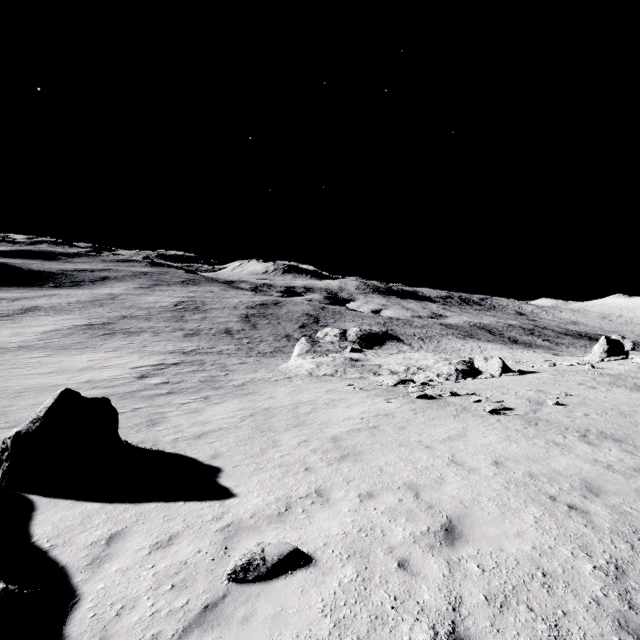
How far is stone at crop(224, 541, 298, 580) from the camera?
4.8m

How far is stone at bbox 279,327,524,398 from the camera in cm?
2925

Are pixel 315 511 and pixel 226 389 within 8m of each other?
no

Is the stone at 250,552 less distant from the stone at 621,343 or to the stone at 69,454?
the stone at 69,454

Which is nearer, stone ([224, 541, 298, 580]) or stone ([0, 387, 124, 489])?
stone ([224, 541, 298, 580])

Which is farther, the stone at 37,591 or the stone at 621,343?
the stone at 621,343

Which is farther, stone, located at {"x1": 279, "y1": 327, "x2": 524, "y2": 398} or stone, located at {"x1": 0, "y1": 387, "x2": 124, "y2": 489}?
stone, located at {"x1": 279, "y1": 327, "x2": 524, "y2": 398}

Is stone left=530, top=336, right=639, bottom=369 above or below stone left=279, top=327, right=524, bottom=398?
above
